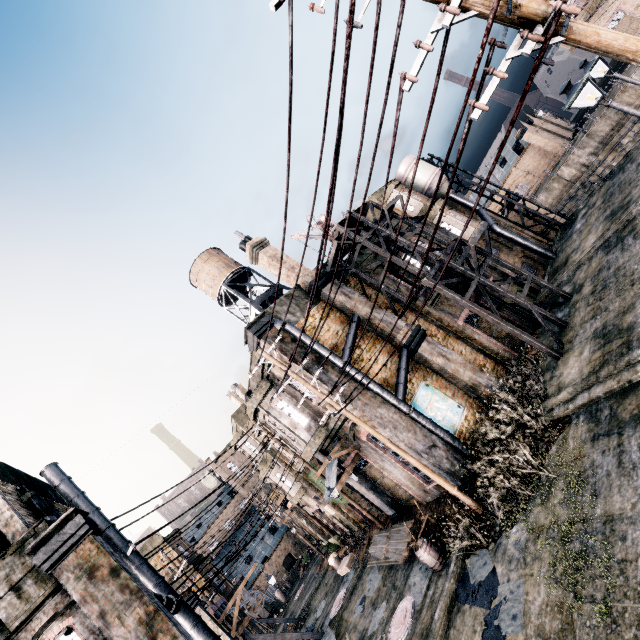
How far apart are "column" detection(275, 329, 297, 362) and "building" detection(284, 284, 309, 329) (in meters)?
0.02

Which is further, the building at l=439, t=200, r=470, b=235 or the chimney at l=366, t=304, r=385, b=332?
the building at l=439, t=200, r=470, b=235

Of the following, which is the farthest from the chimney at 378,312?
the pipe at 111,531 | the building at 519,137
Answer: the building at 519,137

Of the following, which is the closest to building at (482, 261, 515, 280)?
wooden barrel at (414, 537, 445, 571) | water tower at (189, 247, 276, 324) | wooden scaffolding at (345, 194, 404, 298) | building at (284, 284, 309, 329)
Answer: wooden scaffolding at (345, 194, 404, 298)

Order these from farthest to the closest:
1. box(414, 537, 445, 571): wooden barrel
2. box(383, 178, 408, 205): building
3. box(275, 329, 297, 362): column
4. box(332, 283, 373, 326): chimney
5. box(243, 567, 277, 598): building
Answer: box(243, 567, 277, 598): building, box(383, 178, 408, 205): building, box(332, 283, 373, 326): chimney, box(275, 329, 297, 362): column, box(414, 537, 445, 571): wooden barrel

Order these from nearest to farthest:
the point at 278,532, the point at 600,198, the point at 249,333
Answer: the point at 249,333 → the point at 600,198 → the point at 278,532

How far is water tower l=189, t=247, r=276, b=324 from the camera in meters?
22.2

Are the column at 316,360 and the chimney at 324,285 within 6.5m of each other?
yes
